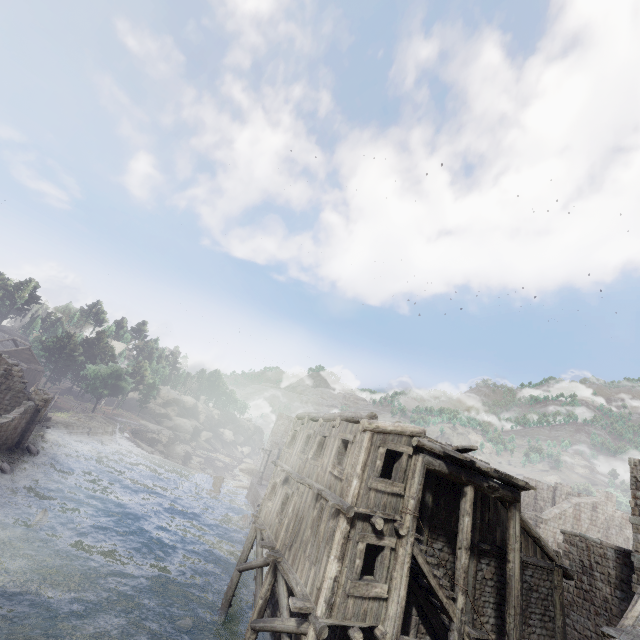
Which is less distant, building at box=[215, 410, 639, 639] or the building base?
building at box=[215, 410, 639, 639]

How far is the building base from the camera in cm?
3839

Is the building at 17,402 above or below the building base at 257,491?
above

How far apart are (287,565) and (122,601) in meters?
9.4 m

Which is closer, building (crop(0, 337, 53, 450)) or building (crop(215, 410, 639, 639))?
building (crop(215, 410, 639, 639))

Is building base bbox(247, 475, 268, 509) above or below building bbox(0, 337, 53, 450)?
below

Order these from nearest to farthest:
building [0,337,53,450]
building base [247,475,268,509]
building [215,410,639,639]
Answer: building [215,410,639,639]
building [0,337,53,450]
building base [247,475,268,509]
